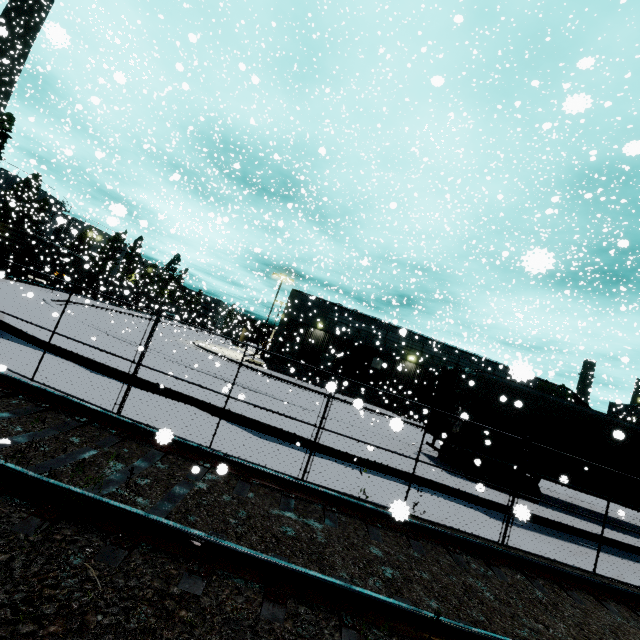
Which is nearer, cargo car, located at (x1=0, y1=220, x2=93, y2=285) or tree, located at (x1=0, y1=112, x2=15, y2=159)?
cargo car, located at (x1=0, y1=220, x2=93, y2=285)

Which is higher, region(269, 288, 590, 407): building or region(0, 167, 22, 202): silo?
region(0, 167, 22, 202): silo

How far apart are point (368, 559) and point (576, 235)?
66.33m

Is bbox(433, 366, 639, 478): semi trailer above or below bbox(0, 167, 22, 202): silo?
below

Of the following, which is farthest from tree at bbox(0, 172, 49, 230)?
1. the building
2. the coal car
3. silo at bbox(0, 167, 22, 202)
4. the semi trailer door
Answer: the semi trailer door

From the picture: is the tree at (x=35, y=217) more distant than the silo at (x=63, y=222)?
Yes

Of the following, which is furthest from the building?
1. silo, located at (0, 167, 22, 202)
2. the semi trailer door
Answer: the semi trailer door

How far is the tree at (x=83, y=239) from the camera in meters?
40.5 m
